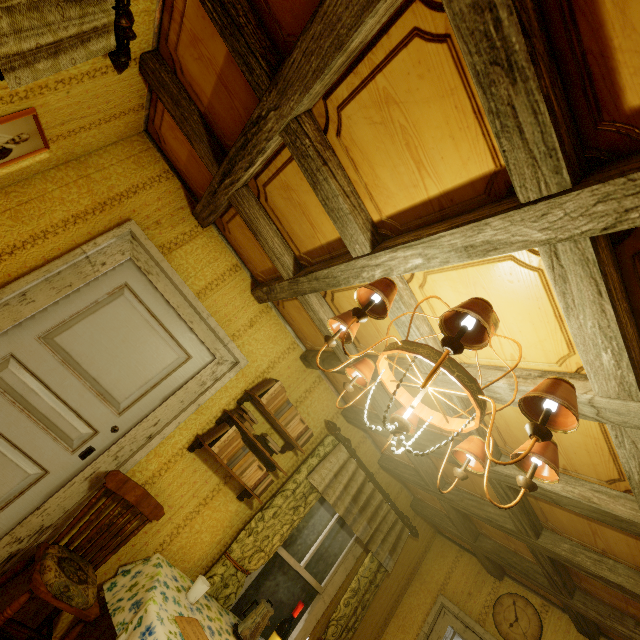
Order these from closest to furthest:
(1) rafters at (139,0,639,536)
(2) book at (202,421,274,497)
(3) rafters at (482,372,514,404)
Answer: (1) rafters at (139,0,639,536), (3) rafters at (482,372,514,404), (2) book at (202,421,274,497)

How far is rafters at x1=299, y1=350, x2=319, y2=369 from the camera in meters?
3.1

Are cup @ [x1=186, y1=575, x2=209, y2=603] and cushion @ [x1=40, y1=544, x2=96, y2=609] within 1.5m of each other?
yes

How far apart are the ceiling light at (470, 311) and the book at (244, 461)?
1.5 meters

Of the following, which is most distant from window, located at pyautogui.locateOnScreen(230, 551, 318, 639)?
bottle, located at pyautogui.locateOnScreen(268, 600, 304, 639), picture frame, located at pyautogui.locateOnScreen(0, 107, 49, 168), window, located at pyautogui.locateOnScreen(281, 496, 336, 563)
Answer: picture frame, located at pyautogui.locateOnScreen(0, 107, 49, 168)

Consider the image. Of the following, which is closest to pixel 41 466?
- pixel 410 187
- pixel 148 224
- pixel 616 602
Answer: pixel 148 224

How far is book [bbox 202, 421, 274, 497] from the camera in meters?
2.7 m

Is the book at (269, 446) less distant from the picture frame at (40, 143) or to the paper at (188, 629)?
the paper at (188, 629)
